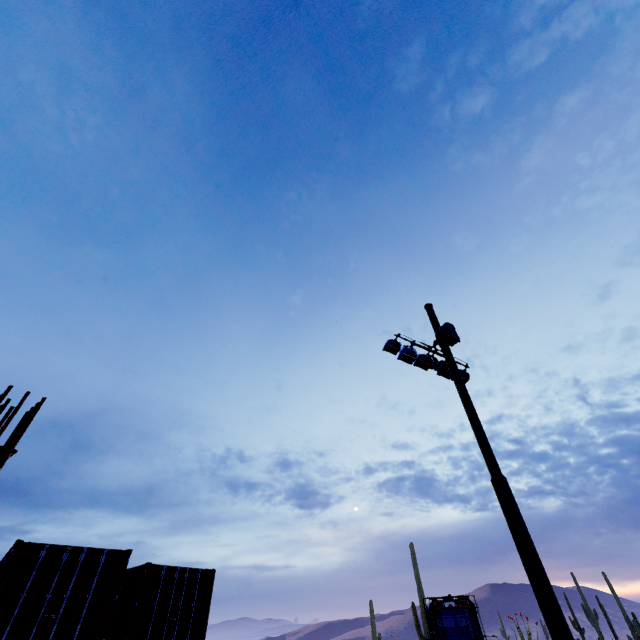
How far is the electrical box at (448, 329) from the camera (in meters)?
9.57

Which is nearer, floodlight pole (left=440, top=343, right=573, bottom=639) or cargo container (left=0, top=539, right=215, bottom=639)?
floodlight pole (left=440, top=343, right=573, bottom=639)

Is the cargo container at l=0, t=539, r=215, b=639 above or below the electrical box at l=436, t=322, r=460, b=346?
below

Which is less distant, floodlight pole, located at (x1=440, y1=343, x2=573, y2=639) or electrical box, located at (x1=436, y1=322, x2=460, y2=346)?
floodlight pole, located at (x1=440, y1=343, x2=573, y2=639)

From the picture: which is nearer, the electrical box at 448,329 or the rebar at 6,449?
the rebar at 6,449

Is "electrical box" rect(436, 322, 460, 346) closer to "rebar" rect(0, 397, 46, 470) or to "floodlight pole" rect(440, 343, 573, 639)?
"floodlight pole" rect(440, 343, 573, 639)

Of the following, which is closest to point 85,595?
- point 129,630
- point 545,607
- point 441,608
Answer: point 129,630

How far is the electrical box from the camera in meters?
9.6
